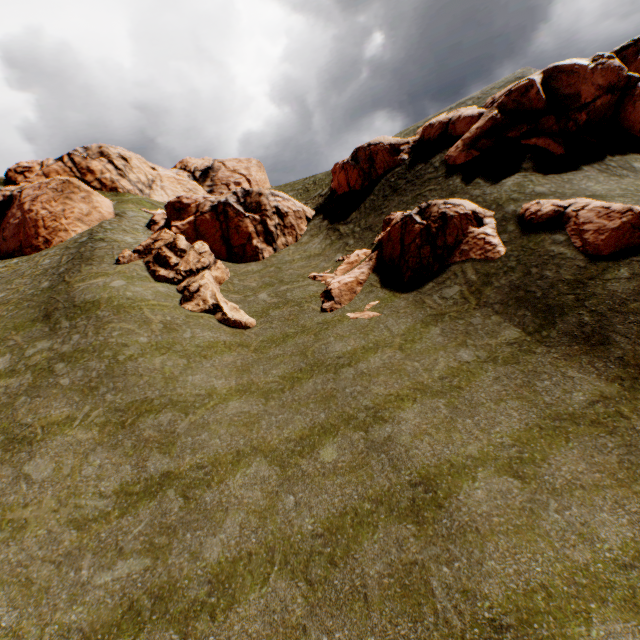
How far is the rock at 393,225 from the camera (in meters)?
16.33

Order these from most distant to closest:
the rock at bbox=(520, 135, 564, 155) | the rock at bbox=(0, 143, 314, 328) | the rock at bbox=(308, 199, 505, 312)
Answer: the rock at bbox=(0, 143, 314, 328)
the rock at bbox=(520, 135, 564, 155)
the rock at bbox=(308, 199, 505, 312)

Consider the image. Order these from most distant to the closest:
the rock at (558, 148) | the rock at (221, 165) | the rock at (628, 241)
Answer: the rock at (221, 165) < the rock at (558, 148) < the rock at (628, 241)

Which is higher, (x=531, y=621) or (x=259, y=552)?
(x=259, y=552)

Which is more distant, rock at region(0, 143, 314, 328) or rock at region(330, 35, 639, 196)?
rock at region(0, 143, 314, 328)

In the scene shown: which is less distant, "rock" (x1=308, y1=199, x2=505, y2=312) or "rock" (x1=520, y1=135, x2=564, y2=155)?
"rock" (x1=308, y1=199, x2=505, y2=312)
